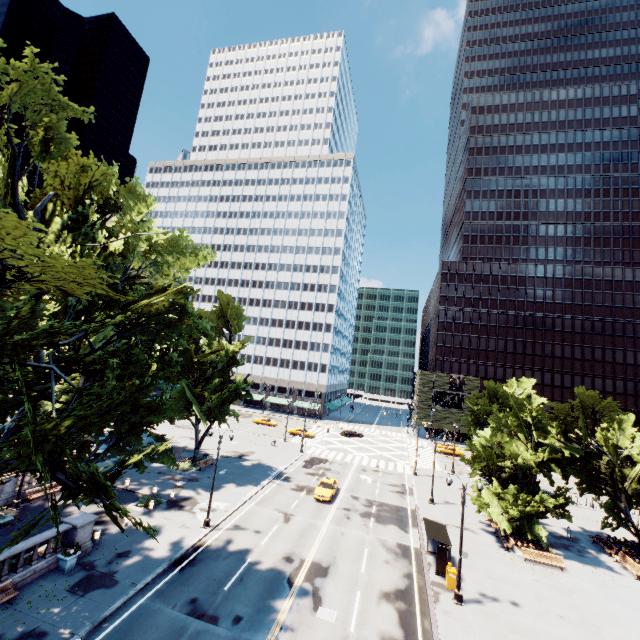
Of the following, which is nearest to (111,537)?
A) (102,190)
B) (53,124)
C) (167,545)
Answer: (167,545)

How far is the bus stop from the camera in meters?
22.2 m

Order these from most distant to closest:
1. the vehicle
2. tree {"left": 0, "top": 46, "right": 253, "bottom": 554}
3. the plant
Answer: the vehicle < the plant < tree {"left": 0, "top": 46, "right": 253, "bottom": 554}

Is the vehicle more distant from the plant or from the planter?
the plant

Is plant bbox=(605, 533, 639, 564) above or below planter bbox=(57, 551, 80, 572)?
above

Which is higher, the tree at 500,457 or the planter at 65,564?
the tree at 500,457

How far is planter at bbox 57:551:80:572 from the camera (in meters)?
18.35

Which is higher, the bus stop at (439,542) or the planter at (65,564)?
the bus stop at (439,542)
